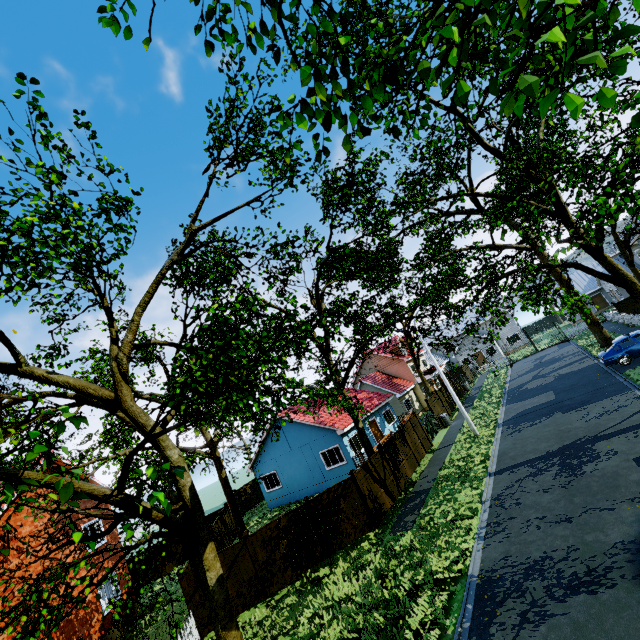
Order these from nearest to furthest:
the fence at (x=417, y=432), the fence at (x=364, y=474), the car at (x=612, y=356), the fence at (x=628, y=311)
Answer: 1. the fence at (x=364, y=474)
2. the car at (x=612, y=356)
3. the fence at (x=417, y=432)
4. the fence at (x=628, y=311)

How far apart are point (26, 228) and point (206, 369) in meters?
3.4 m

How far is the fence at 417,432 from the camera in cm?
2086

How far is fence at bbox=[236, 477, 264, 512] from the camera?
31.3m

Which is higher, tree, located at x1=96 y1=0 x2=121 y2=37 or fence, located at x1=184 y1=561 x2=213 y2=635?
tree, located at x1=96 y1=0 x2=121 y2=37

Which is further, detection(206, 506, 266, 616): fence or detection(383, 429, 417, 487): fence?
detection(383, 429, 417, 487): fence

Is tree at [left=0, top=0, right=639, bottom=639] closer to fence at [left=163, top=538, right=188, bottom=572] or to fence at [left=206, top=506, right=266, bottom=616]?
fence at [left=206, top=506, right=266, bottom=616]
